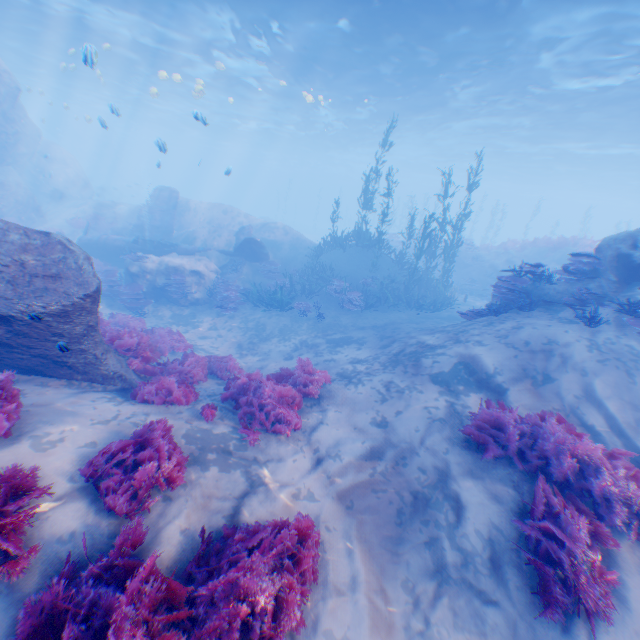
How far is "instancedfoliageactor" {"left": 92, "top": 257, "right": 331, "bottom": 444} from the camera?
6.3m

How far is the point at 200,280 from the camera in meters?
16.2 m

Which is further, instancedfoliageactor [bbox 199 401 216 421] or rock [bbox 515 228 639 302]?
rock [bbox 515 228 639 302]

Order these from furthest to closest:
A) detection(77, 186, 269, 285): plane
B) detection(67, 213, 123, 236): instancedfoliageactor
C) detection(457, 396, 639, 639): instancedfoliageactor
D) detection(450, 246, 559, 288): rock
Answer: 1. detection(67, 213, 123, 236): instancedfoliageactor
2. detection(450, 246, 559, 288): rock
3. detection(77, 186, 269, 285): plane
4. detection(457, 396, 639, 639): instancedfoliageactor

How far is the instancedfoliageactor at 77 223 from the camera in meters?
23.0

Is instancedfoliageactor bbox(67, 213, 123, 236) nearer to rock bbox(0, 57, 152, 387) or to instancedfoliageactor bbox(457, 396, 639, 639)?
rock bbox(0, 57, 152, 387)

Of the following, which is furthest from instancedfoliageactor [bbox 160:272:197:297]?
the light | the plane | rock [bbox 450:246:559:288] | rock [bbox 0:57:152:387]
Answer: rock [bbox 450:246:559:288]

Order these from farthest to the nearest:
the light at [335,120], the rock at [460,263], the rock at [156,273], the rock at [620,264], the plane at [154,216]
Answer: the rock at [460,263], the plane at [154,216], the rock at [156,273], the light at [335,120], the rock at [620,264]
